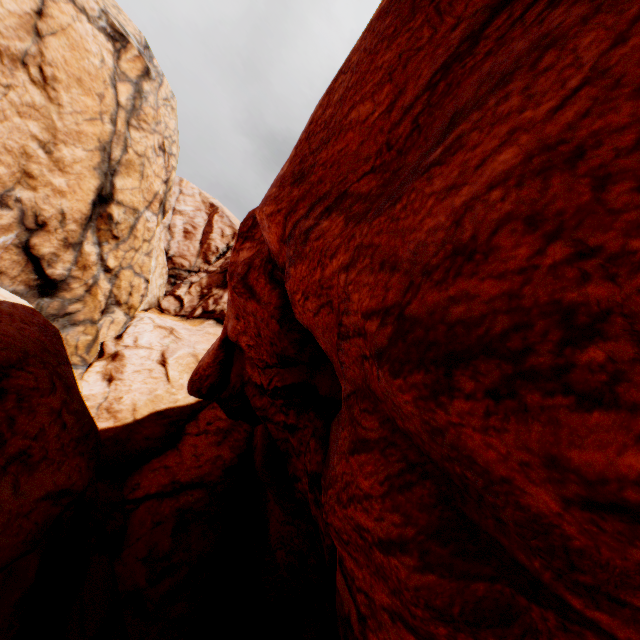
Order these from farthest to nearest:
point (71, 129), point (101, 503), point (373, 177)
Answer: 1. point (71, 129)
2. point (101, 503)
3. point (373, 177)
